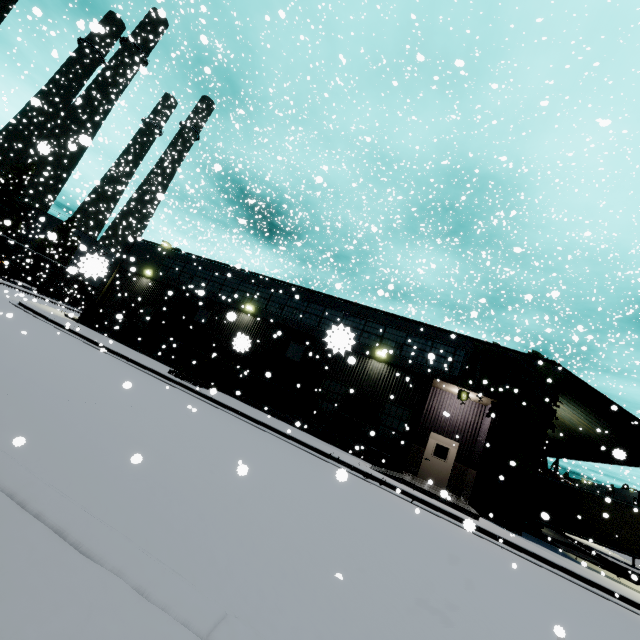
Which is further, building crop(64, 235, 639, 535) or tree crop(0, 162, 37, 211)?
tree crop(0, 162, 37, 211)

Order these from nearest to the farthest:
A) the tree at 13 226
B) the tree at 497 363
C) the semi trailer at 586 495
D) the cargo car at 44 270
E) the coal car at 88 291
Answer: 1. the tree at 497 363
2. the semi trailer at 586 495
3. the tree at 13 226
4. the cargo car at 44 270
5. the coal car at 88 291

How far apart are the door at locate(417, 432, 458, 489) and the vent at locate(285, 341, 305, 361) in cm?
795

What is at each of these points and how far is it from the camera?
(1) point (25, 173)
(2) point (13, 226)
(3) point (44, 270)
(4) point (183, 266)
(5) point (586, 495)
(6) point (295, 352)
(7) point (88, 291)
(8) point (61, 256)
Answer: (1) tree, 47.44m
(2) tree, 48.78m
(3) cargo car, 44.16m
(4) building, 23.92m
(5) semi trailer, 19.88m
(6) vent, 19.12m
(7) coal car, 50.41m
(8) tree, 56.22m

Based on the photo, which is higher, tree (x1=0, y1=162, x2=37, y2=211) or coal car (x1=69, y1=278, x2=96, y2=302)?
tree (x1=0, y1=162, x2=37, y2=211)

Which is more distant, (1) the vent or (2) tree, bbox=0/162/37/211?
(2) tree, bbox=0/162/37/211

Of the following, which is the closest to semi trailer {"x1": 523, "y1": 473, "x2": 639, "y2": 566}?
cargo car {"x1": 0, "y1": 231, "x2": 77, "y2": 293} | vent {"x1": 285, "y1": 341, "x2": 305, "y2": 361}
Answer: cargo car {"x1": 0, "y1": 231, "x2": 77, "y2": 293}

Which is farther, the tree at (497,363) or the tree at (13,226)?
the tree at (13,226)
